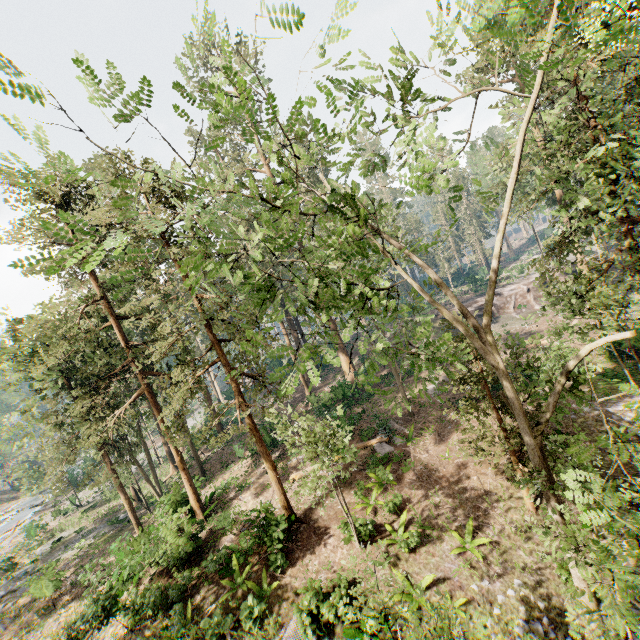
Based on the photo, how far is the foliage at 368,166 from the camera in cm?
1017

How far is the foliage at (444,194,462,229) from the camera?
5.1m

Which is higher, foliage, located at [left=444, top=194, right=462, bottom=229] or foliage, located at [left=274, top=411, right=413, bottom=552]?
foliage, located at [left=444, top=194, right=462, bottom=229]

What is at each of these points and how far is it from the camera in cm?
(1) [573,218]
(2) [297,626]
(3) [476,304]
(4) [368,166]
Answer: (1) foliage, 1680
(2) foliage, 1191
(3) ground embankment, 4131
(4) foliage, 1037

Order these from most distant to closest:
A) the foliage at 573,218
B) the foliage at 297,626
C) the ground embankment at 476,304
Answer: the ground embankment at 476,304 → the foliage at 297,626 → the foliage at 573,218

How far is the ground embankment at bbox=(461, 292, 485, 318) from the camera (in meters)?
40.91

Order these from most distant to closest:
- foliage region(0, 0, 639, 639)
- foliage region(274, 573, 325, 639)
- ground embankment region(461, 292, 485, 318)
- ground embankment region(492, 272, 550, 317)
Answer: ground embankment region(461, 292, 485, 318)
ground embankment region(492, 272, 550, 317)
foliage region(274, 573, 325, 639)
foliage region(0, 0, 639, 639)

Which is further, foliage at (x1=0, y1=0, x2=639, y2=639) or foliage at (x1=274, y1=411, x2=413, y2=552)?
foliage at (x1=274, y1=411, x2=413, y2=552)
